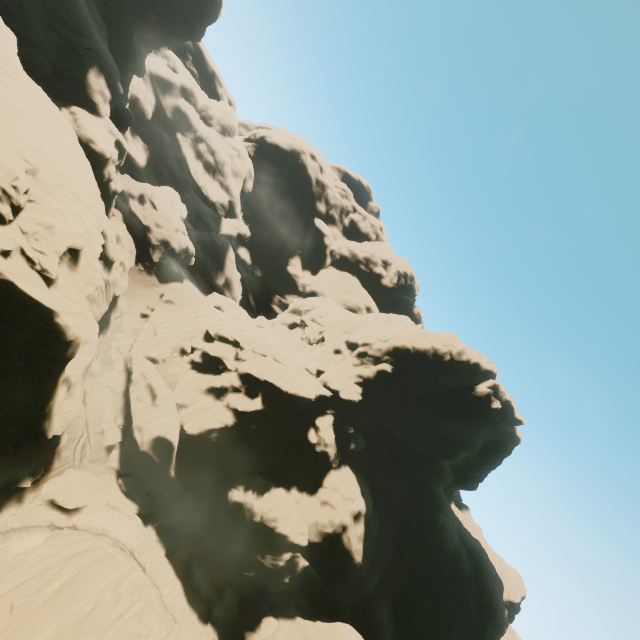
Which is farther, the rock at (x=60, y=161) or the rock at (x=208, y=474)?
the rock at (x=208, y=474)

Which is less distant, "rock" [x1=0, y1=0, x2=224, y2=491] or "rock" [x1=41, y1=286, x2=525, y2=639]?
"rock" [x1=0, y1=0, x2=224, y2=491]

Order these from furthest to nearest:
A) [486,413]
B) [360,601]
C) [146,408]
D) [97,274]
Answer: [486,413], [360,601], [146,408], [97,274]

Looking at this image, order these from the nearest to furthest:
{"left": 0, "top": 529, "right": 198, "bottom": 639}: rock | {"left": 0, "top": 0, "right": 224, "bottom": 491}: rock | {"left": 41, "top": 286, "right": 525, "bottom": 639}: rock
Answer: {"left": 0, "top": 529, "right": 198, "bottom": 639}: rock → {"left": 0, "top": 0, "right": 224, "bottom": 491}: rock → {"left": 41, "top": 286, "right": 525, "bottom": 639}: rock

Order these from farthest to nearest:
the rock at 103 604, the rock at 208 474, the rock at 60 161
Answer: the rock at 208 474, the rock at 60 161, the rock at 103 604
